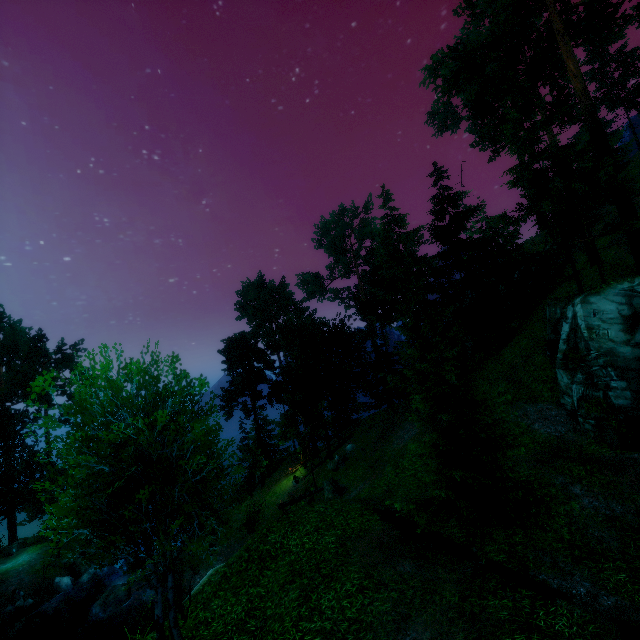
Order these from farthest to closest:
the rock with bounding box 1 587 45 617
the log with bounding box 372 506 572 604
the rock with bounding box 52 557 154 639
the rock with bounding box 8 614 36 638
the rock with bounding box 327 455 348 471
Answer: the rock with bounding box 327 455 348 471
the rock with bounding box 1 587 45 617
the rock with bounding box 8 614 36 638
the rock with bounding box 52 557 154 639
the log with bounding box 372 506 572 604

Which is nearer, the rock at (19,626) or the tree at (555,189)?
the tree at (555,189)

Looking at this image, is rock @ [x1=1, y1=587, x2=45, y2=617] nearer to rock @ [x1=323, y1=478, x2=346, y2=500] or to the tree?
the tree

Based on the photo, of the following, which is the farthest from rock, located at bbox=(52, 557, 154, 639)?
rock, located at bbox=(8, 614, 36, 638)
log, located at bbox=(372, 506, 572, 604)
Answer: log, located at bbox=(372, 506, 572, 604)

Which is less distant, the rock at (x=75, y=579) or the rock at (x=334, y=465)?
the rock at (x=75, y=579)

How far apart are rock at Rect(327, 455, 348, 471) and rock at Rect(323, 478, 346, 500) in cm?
329

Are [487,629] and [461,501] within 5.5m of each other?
yes

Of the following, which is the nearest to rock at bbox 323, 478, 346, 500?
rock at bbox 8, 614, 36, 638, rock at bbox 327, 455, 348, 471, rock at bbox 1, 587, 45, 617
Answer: rock at bbox 327, 455, 348, 471
